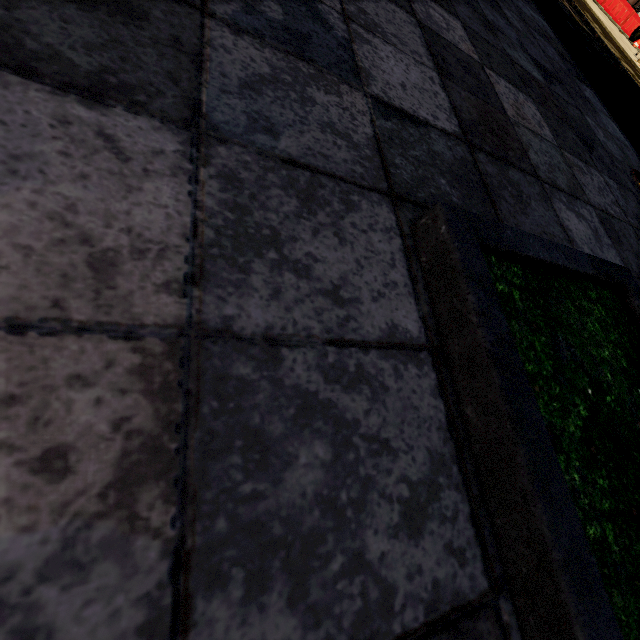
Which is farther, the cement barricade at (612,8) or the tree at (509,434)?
the cement barricade at (612,8)

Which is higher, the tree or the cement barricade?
the cement barricade

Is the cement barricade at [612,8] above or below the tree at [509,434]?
above

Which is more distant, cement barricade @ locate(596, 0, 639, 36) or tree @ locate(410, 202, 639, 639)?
cement barricade @ locate(596, 0, 639, 36)

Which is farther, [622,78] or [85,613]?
[622,78]
